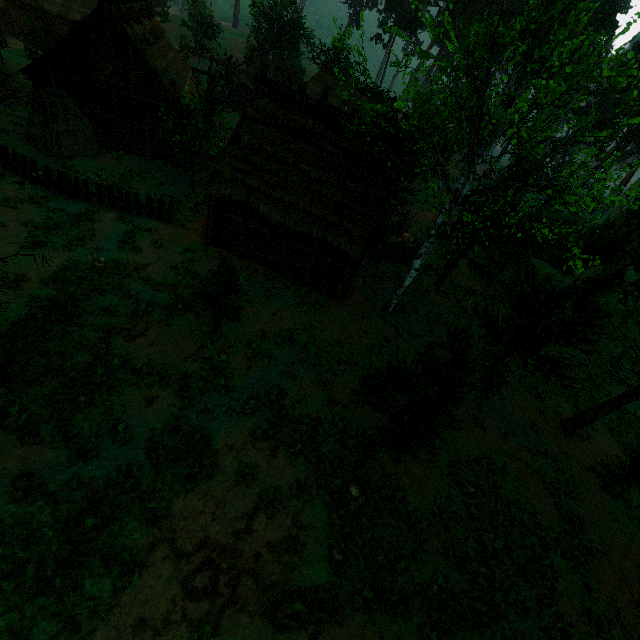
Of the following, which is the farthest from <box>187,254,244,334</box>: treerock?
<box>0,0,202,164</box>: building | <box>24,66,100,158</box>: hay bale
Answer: <box>24,66,100,158</box>: hay bale

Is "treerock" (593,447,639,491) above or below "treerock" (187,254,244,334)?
below

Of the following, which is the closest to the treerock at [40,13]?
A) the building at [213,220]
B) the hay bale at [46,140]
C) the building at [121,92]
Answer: the building at [121,92]

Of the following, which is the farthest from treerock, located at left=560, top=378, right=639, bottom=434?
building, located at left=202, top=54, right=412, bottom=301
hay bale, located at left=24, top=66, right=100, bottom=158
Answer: hay bale, located at left=24, top=66, right=100, bottom=158

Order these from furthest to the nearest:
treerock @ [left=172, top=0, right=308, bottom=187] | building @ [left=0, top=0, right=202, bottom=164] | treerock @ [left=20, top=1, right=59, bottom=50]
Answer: → treerock @ [left=20, top=1, right=59, bottom=50], treerock @ [left=172, top=0, right=308, bottom=187], building @ [left=0, top=0, right=202, bottom=164]

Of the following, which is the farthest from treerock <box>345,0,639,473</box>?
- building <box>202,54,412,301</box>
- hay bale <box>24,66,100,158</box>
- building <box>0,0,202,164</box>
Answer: hay bale <box>24,66,100,158</box>

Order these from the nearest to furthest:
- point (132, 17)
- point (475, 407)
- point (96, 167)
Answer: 1. point (475, 407)
2. point (96, 167)
3. point (132, 17)

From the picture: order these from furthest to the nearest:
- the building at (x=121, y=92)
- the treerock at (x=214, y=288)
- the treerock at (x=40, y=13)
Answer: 1. the treerock at (x=40, y=13)
2. the building at (x=121, y=92)
3. the treerock at (x=214, y=288)
